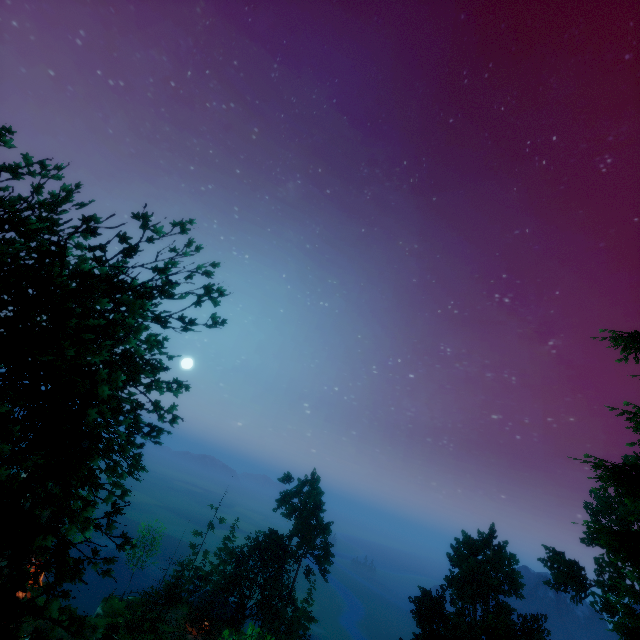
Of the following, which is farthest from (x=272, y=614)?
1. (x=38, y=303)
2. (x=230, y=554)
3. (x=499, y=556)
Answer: (x=38, y=303)

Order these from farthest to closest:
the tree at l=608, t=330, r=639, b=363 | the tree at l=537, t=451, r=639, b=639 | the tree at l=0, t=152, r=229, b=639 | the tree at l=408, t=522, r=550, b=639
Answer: the tree at l=408, t=522, r=550, b=639, the tree at l=608, t=330, r=639, b=363, the tree at l=537, t=451, r=639, b=639, the tree at l=0, t=152, r=229, b=639

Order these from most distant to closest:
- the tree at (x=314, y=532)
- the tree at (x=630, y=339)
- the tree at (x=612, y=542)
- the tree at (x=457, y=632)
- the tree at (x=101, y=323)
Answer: the tree at (x=314, y=532)
the tree at (x=457, y=632)
the tree at (x=630, y=339)
the tree at (x=612, y=542)
the tree at (x=101, y=323)

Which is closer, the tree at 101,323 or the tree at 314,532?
the tree at 101,323

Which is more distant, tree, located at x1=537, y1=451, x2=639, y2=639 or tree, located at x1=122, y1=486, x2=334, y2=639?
tree, located at x1=122, y1=486, x2=334, y2=639
